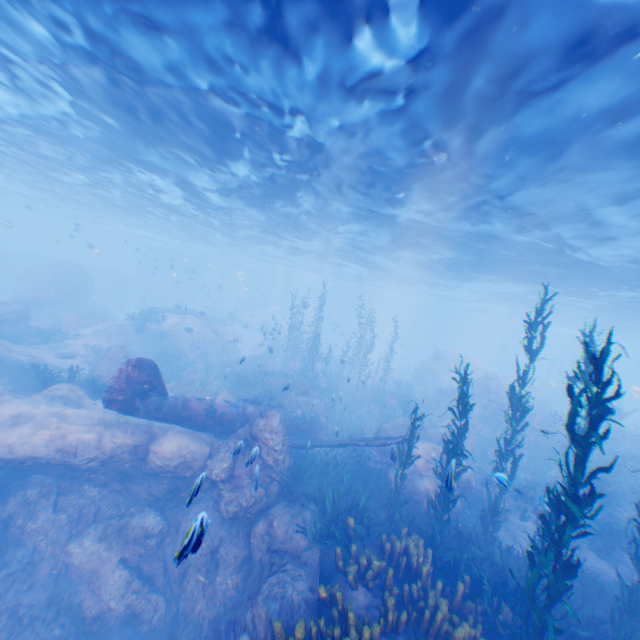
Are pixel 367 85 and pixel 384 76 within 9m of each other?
yes

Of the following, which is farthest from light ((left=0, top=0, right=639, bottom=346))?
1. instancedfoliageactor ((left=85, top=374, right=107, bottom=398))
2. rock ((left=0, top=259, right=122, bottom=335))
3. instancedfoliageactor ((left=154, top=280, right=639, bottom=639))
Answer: instancedfoliageactor ((left=85, top=374, right=107, bottom=398))

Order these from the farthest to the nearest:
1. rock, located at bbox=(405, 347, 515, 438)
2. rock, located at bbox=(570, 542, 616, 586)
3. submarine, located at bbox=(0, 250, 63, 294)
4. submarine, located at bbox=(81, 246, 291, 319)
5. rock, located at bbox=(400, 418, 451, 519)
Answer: submarine, located at bbox=(81, 246, 291, 319)
submarine, located at bbox=(0, 250, 63, 294)
rock, located at bbox=(405, 347, 515, 438)
rock, located at bbox=(400, 418, 451, 519)
rock, located at bbox=(570, 542, 616, 586)

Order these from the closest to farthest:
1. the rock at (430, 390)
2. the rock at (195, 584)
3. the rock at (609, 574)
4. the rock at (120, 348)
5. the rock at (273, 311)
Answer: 1. the rock at (195, 584)
2. the rock at (609, 574)
3. the rock at (120, 348)
4. the rock at (430, 390)
5. the rock at (273, 311)

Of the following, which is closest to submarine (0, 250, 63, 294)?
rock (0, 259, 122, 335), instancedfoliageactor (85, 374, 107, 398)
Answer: rock (0, 259, 122, 335)

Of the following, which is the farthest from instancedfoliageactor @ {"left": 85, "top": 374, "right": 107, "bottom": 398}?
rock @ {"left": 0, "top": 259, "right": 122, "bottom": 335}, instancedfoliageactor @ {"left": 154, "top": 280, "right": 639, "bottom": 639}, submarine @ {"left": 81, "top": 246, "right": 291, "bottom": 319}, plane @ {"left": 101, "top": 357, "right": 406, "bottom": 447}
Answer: submarine @ {"left": 81, "top": 246, "right": 291, "bottom": 319}

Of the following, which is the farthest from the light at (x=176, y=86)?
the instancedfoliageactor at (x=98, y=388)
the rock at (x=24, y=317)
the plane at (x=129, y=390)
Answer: the instancedfoliageactor at (x=98, y=388)

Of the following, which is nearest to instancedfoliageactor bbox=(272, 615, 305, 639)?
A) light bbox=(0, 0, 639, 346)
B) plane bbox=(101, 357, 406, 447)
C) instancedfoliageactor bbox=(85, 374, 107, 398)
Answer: plane bbox=(101, 357, 406, 447)
